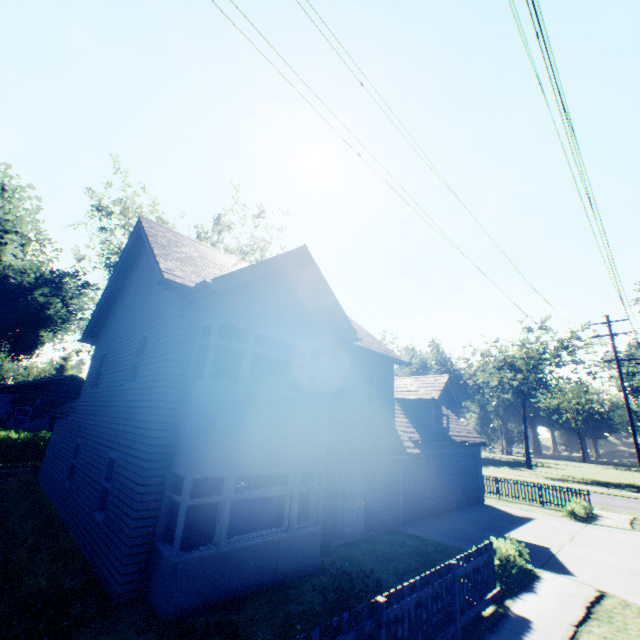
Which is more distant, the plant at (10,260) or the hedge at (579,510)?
the plant at (10,260)

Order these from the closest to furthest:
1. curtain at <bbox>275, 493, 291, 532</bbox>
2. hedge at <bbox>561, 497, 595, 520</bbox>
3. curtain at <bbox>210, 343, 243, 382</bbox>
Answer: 1. curtain at <bbox>210, 343, 243, 382</bbox>
2. curtain at <bbox>275, 493, 291, 532</bbox>
3. hedge at <bbox>561, 497, 595, 520</bbox>

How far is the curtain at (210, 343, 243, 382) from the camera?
8.00m

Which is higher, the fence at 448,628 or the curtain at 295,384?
the curtain at 295,384

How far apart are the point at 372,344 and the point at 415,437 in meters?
4.8

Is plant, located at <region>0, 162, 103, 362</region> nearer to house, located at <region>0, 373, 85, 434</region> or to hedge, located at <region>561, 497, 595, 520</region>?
house, located at <region>0, 373, 85, 434</region>

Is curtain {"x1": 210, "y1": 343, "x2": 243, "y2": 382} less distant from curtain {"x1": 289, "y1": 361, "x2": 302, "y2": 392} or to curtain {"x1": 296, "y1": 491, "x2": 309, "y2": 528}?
curtain {"x1": 289, "y1": 361, "x2": 302, "y2": 392}

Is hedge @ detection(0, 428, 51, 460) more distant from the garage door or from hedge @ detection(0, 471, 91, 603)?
the garage door
